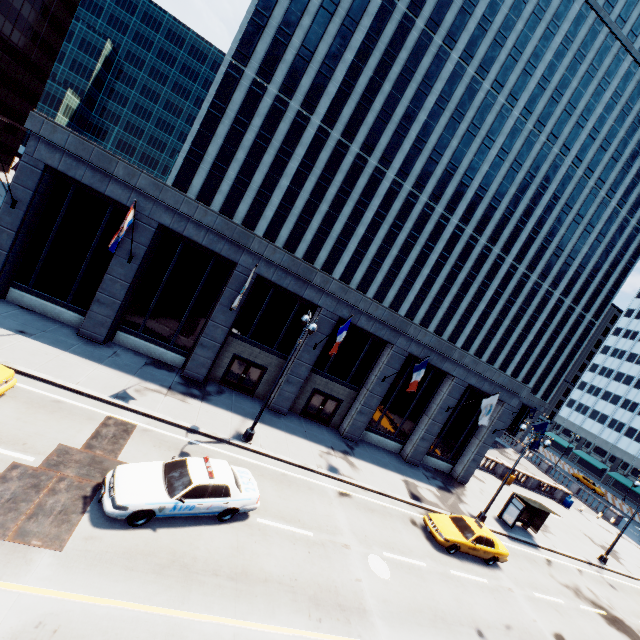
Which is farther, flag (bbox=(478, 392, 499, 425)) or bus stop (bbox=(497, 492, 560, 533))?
bus stop (bbox=(497, 492, 560, 533))

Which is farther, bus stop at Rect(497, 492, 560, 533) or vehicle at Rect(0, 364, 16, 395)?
bus stop at Rect(497, 492, 560, 533)

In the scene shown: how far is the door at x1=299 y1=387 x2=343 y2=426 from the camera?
23.17m

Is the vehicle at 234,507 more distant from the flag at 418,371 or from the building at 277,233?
the flag at 418,371

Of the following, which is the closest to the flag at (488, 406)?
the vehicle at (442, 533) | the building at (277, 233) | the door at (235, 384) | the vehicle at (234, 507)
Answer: the building at (277, 233)

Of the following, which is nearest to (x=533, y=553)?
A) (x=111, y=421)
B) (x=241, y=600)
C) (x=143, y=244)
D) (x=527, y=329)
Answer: (x=241, y=600)

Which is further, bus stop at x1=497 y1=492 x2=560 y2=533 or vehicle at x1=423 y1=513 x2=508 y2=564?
bus stop at x1=497 y1=492 x2=560 y2=533

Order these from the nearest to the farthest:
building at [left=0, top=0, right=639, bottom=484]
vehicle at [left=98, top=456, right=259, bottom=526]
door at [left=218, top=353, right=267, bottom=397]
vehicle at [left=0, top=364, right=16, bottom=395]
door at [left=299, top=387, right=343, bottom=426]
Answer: vehicle at [left=98, top=456, right=259, bottom=526] < vehicle at [left=0, top=364, right=16, bottom=395] < building at [left=0, top=0, right=639, bottom=484] < door at [left=218, top=353, right=267, bottom=397] < door at [left=299, top=387, right=343, bottom=426]
